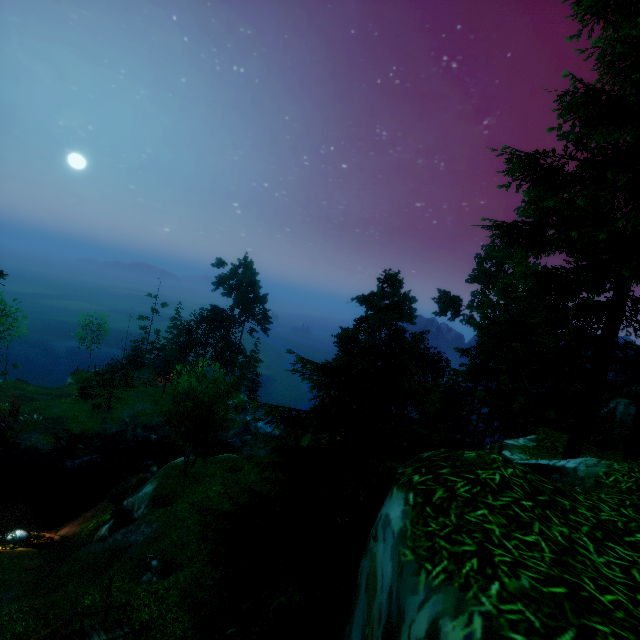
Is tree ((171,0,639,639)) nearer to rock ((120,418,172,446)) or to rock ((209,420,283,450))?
rock ((120,418,172,446))

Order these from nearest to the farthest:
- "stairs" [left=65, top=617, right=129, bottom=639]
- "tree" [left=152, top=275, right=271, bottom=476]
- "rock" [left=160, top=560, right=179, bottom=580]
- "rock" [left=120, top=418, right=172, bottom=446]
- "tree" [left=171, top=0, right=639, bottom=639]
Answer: "tree" [left=171, top=0, right=639, bottom=639] < "stairs" [left=65, top=617, right=129, bottom=639] < "rock" [left=160, top=560, right=179, bottom=580] < "tree" [left=152, top=275, right=271, bottom=476] < "rock" [left=120, top=418, right=172, bottom=446]

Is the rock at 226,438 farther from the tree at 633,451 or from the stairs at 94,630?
the stairs at 94,630

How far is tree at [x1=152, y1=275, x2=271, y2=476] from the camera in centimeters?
2434cm

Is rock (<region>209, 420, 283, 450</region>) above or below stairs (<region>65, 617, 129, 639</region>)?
below

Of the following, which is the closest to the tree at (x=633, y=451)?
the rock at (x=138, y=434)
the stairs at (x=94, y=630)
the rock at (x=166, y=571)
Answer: the rock at (x=138, y=434)

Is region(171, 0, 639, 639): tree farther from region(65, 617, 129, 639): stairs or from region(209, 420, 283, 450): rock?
region(65, 617, 129, 639): stairs

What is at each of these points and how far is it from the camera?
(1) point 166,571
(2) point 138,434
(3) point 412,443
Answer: (1) rock, 17.44m
(2) rock, 41.19m
(3) tree, 7.29m
